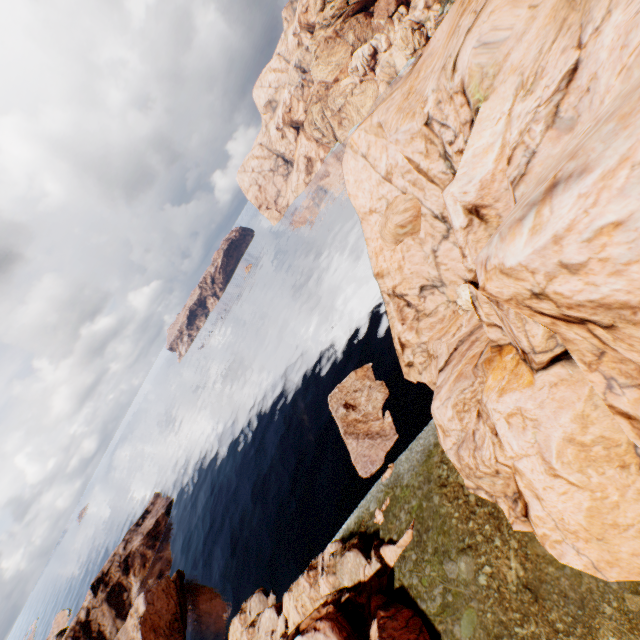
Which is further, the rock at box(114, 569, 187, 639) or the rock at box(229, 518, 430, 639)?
the rock at box(114, 569, 187, 639)

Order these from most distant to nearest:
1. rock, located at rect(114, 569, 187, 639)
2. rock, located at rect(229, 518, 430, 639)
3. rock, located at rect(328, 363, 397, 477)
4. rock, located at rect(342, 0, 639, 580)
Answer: rock, located at rect(114, 569, 187, 639), rock, located at rect(328, 363, 397, 477), rock, located at rect(229, 518, 430, 639), rock, located at rect(342, 0, 639, 580)

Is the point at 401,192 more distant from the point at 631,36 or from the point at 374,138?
the point at 631,36

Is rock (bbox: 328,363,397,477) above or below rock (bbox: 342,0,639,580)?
below

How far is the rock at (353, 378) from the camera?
34.66m

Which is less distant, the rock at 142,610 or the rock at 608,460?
the rock at 608,460

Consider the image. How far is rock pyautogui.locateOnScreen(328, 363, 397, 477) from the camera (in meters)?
34.66
